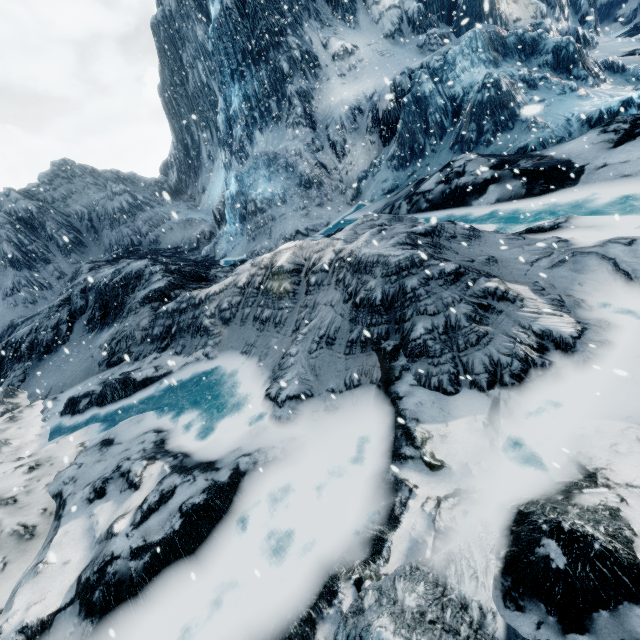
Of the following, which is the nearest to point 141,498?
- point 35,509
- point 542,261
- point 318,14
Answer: point 35,509
